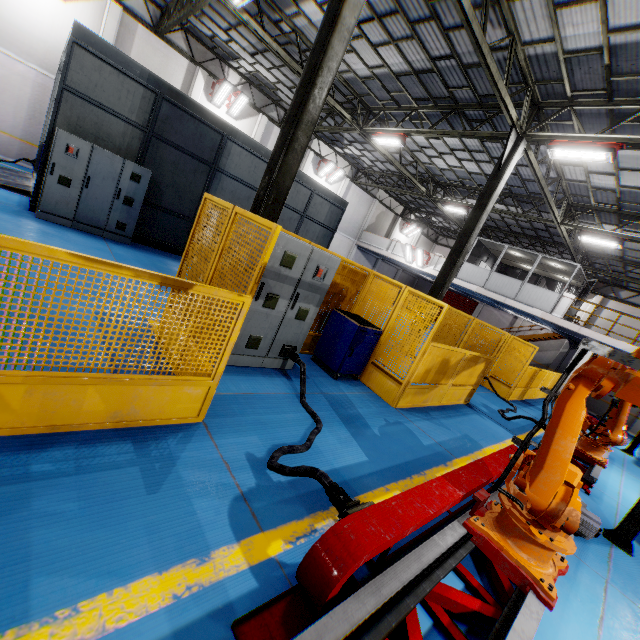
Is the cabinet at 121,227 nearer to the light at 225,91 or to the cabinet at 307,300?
the cabinet at 307,300

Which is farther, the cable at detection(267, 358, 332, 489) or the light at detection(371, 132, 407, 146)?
the light at detection(371, 132, 407, 146)

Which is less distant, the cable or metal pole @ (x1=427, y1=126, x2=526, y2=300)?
the cable

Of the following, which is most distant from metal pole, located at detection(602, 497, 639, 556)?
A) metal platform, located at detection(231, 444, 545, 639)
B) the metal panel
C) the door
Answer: the door

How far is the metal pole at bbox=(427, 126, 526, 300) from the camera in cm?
1031

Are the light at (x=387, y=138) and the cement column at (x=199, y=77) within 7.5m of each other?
no

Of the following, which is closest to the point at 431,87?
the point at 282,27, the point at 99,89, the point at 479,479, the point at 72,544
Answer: the point at 282,27

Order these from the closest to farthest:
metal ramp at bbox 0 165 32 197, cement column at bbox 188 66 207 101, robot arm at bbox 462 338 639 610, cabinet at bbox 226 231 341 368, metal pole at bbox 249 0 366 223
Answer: robot arm at bbox 462 338 639 610, cabinet at bbox 226 231 341 368, metal pole at bbox 249 0 366 223, metal ramp at bbox 0 165 32 197, cement column at bbox 188 66 207 101
